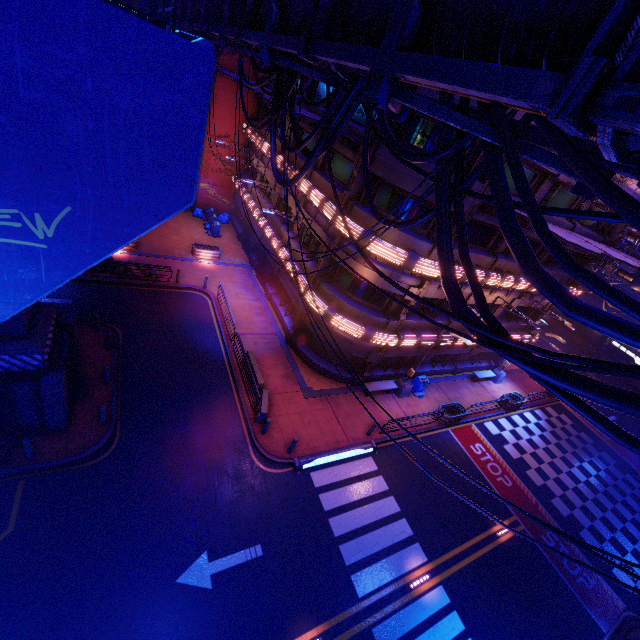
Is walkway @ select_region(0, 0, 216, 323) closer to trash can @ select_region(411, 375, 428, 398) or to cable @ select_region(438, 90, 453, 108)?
cable @ select_region(438, 90, 453, 108)

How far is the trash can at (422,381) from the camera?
22.0 meters

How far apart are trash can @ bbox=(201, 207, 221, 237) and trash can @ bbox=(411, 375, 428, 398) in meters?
23.0

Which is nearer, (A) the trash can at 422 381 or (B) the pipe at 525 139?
(B) the pipe at 525 139

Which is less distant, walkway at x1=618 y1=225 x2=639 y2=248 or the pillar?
the pillar

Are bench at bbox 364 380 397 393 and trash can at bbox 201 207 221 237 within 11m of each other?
no

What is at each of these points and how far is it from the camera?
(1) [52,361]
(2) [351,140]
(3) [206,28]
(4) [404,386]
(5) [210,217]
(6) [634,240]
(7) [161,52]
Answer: (1) pillar, 11.8 meters
(2) awning, 15.5 meters
(3) pipe, 12.0 meters
(4) street light, 21.1 meters
(5) trash can, 31.2 meters
(6) walkway, 26.2 meters
(7) walkway, 5.2 meters

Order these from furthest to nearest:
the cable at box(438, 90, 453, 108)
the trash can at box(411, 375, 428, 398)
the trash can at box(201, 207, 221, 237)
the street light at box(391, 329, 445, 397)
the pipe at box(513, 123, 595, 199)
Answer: the trash can at box(201, 207, 221, 237) < the trash can at box(411, 375, 428, 398) < the street light at box(391, 329, 445, 397) < the cable at box(438, 90, 453, 108) < the pipe at box(513, 123, 595, 199)
